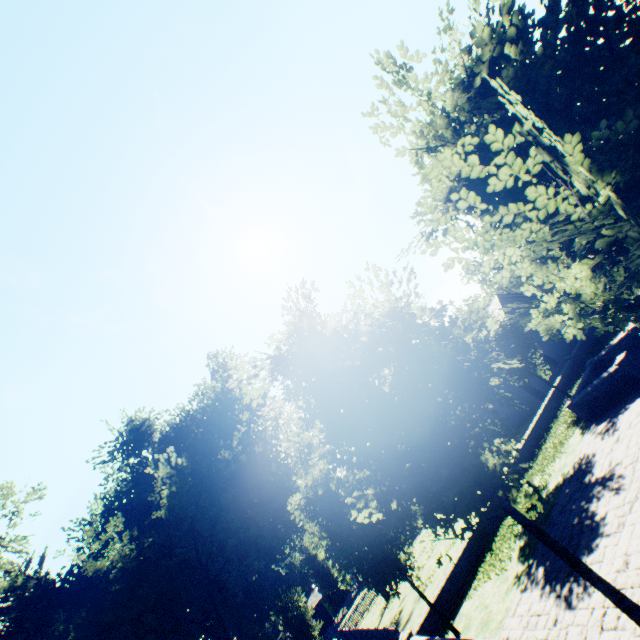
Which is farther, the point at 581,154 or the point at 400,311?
the point at 400,311

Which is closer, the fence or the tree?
the tree

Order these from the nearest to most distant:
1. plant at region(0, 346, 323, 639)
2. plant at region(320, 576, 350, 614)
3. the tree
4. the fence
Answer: the tree
the fence
plant at region(0, 346, 323, 639)
plant at region(320, 576, 350, 614)

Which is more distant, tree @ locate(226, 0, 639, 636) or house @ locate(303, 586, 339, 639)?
→ house @ locate(303, 586, 339, 639)

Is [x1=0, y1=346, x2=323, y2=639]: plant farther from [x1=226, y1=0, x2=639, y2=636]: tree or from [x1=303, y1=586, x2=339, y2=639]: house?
[x1=226, y1=0, x2=639, y2=636]: tree

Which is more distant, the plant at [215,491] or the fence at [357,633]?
the plant at [215,491]

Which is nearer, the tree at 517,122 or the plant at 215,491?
the tree at 517,122

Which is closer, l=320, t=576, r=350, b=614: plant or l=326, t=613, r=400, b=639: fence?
l=326, t=613, r=400, b=639: fence
